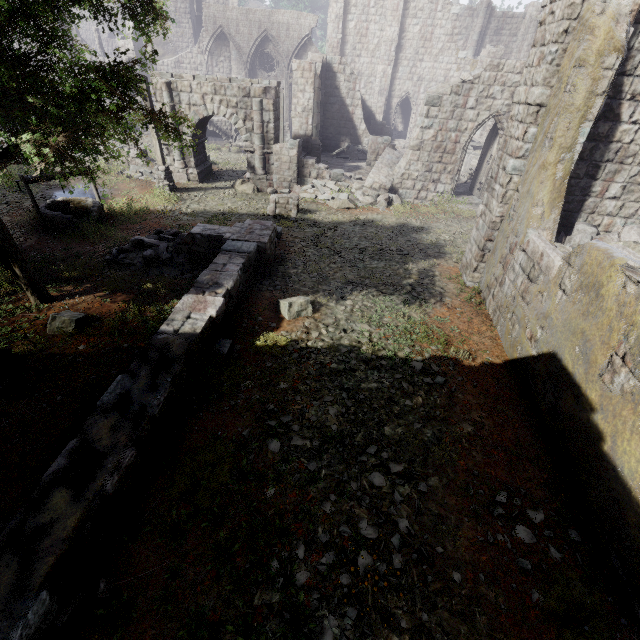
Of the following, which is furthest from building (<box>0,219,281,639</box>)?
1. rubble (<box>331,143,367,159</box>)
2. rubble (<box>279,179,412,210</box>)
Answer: rubble (<box>331,143,367,159</box>)

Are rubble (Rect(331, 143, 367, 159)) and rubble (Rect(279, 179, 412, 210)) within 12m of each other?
yes

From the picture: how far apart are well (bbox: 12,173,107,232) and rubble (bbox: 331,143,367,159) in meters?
16.6

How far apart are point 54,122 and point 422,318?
8.2m

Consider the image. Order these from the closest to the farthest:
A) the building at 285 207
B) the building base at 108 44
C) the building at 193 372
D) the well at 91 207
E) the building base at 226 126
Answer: the building at 193 372 < the well at 91 207 < the building at 285 207 < the building base at 226 126 < the building base at 108 44

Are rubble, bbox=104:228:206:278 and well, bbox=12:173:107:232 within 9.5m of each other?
yes

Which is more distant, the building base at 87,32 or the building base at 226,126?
the building base at 87,32

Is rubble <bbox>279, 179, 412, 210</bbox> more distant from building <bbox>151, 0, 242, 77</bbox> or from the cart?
the cart
